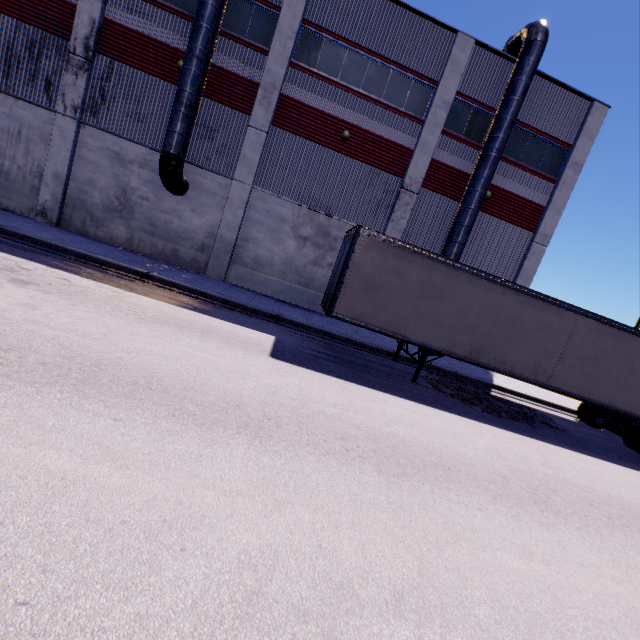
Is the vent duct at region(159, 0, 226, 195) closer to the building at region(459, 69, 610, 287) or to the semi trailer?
the building at region(459, 69, 610, 287)

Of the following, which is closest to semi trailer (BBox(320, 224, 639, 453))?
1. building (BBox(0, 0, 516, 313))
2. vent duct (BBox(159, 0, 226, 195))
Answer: building (BBox(0, 0, 516, 313))

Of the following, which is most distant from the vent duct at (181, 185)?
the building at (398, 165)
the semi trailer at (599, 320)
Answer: the semi trailer at (599, 320)

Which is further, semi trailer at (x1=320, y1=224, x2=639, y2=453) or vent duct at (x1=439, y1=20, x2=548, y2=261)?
vent duct at (x1=439, y1=20, x2=548, y2=261)

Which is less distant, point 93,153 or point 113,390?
point 113,390

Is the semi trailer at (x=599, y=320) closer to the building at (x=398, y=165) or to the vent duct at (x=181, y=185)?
the building at (x=398, y=165)
